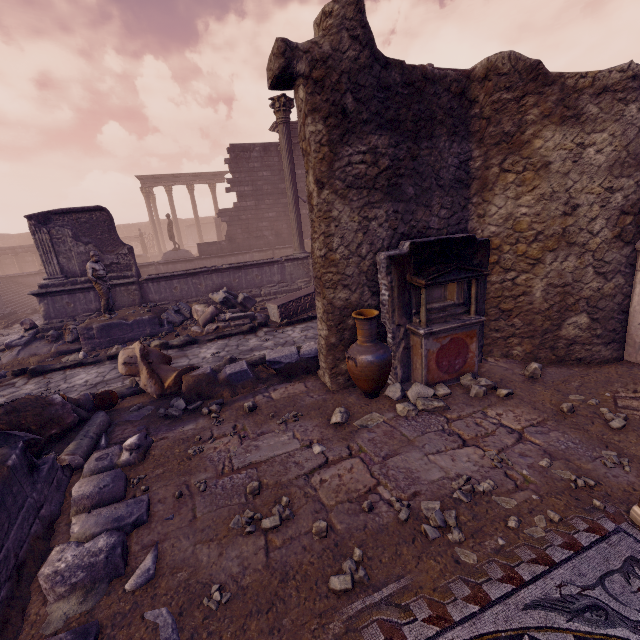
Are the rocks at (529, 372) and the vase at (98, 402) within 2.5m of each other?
no

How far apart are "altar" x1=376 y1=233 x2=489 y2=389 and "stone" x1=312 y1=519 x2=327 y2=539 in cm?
262

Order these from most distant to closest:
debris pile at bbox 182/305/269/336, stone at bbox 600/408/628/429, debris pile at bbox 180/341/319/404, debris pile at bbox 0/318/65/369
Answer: debris pile at bbox 182/305/269/336 < debris pile at bbox 0/318/65/369 < debris pile at bbox 180/341/319/404 < stone at bbox 600/408/628/429

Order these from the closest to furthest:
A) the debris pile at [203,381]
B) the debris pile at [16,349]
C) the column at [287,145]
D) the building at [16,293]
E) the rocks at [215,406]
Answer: the rocks at [215,406] → the debris pile at [203,381] → the debris pile at [16,349] → the column at [287,145] → the building at [16,293]

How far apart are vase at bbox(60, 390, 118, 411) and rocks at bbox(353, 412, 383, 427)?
3.7 meters

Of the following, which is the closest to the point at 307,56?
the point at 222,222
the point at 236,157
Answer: the point at 236,157

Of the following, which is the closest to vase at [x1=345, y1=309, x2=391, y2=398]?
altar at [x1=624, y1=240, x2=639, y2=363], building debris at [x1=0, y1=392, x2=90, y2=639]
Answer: building debris at [x1=0, y1=392, x2=90, y2=639]

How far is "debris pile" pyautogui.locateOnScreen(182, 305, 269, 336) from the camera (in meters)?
9.20
